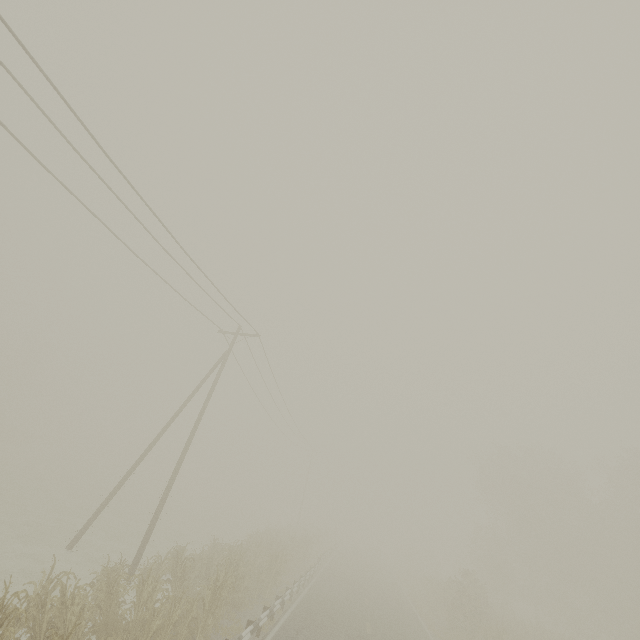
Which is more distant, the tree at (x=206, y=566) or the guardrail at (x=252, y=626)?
the guardrail at (x=252, y=626)

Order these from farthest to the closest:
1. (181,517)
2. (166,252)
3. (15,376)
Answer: (15,376)
(181,517)
(166,252)

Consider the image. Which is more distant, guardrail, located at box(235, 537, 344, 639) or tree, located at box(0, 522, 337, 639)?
guardrail, located at box(235, 537, 344, 639)
